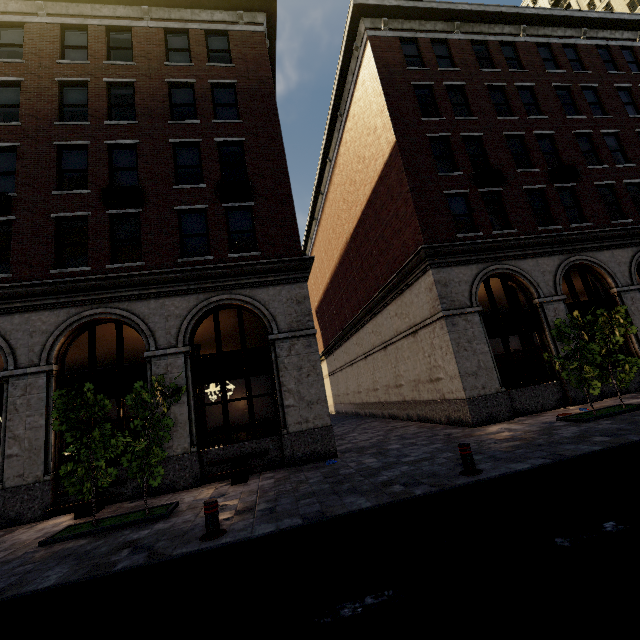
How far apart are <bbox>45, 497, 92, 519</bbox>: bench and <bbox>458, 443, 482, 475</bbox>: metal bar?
8.84m

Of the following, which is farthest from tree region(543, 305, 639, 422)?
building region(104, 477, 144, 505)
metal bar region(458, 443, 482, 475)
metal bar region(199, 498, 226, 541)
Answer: metal bar region(199, 498, 226, 541)

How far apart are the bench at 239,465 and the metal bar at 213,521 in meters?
3.5 m

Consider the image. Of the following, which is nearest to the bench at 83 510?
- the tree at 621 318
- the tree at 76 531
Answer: the tree at 76 531

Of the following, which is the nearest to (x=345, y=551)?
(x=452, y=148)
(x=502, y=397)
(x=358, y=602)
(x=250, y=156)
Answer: → (x=358, y=602)

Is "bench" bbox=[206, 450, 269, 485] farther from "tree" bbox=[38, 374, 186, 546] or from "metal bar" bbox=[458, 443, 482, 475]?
"metal bar" bbox=[458, 443, 482, 475]

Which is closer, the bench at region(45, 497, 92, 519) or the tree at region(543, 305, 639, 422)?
the bench at region(45, 497, 92, 519)

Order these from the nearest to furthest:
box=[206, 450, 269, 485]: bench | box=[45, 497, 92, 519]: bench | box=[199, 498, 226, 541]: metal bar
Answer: box=[199, 498, 226, 541]: metal bar < box=[45, 497, 92, 519]: bench < box=[206, 450, 269, 485]: bench
